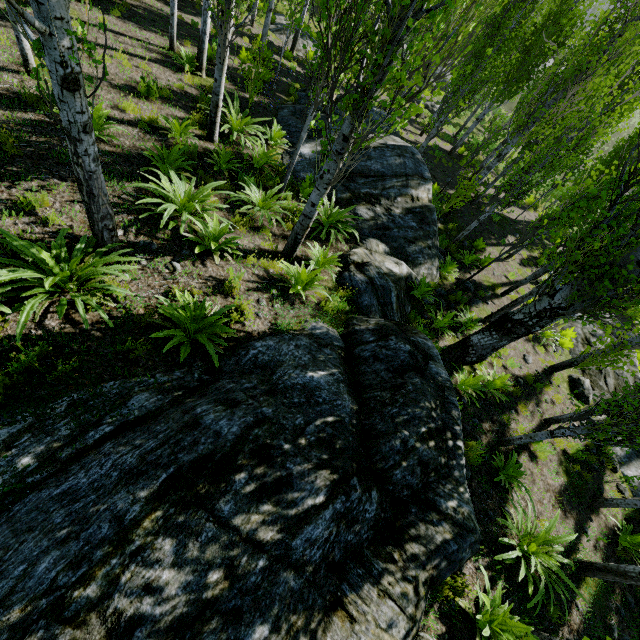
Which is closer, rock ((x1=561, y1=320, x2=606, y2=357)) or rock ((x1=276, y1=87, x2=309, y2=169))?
rock ((x1=276, y1=87, x2=309, y2=169))

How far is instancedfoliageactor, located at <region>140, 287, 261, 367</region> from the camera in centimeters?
398cm

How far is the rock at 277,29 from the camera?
18.71m

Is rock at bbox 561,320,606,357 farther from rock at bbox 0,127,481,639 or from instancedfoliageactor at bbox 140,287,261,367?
rock at bbox 0,127,481,639

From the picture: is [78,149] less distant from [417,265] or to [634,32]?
[417,265]

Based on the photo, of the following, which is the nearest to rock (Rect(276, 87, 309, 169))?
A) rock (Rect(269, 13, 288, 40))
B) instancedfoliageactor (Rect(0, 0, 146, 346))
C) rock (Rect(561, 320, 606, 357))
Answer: instancedfoliageactor (Rect(0, 0, 146, 346))

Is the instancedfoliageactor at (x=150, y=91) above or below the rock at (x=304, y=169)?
above

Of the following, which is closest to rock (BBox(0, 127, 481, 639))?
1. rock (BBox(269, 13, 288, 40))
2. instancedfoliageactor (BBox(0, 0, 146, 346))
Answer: instancedfoliageactor (BBox(0, 0, 146, 346))
